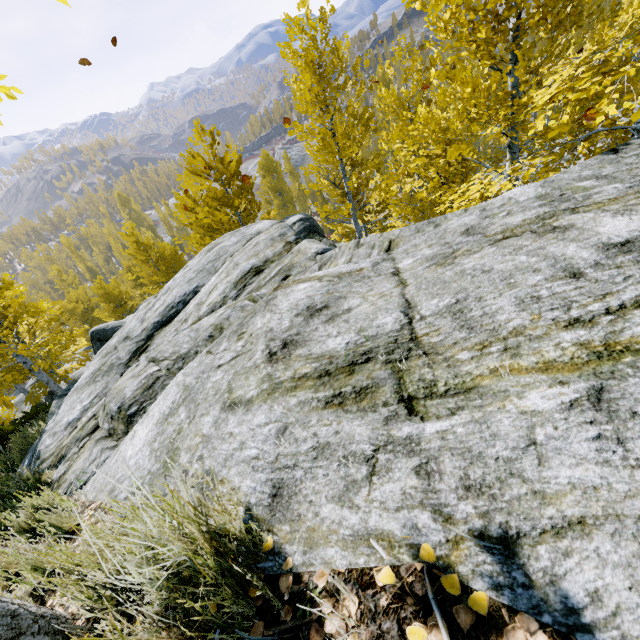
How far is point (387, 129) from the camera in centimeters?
4697cm
